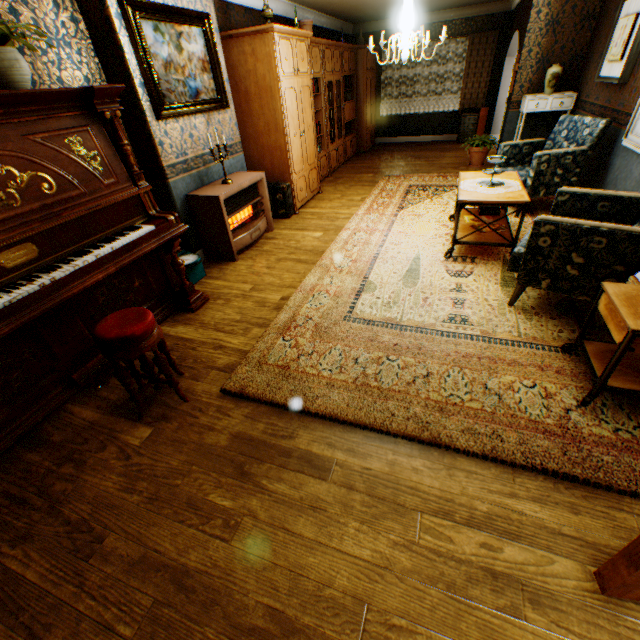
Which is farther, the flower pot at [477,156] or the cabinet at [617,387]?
the flower pot at [477,156]

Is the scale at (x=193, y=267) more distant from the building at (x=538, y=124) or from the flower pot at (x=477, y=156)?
the flower pot at (x=477, y=156)

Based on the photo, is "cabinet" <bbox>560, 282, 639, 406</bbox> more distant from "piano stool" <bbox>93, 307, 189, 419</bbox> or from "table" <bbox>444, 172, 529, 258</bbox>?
"piano stool" <bbox>93, 307, 189, 419</bbox>

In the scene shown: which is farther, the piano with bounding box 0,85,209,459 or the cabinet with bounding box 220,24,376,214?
the cabinet with bounding box 220,24,376,214

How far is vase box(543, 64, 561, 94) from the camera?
5.7 meters

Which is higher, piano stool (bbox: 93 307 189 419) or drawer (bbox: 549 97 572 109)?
drawer (bbox: 549 97 572 109)

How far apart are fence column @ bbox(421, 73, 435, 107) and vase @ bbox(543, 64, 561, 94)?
20.7m

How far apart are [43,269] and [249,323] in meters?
1.6 m
